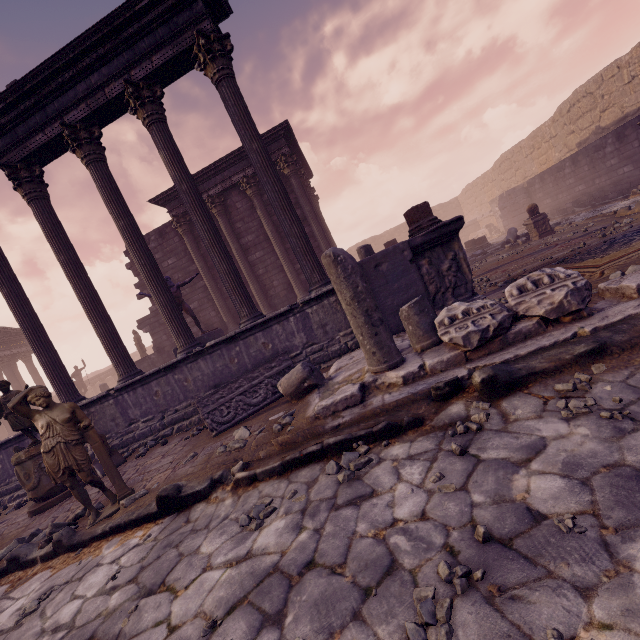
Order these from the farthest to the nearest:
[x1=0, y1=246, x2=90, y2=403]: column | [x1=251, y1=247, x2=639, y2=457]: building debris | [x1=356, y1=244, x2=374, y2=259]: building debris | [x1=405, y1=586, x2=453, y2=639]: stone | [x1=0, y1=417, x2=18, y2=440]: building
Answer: [x1=0, y1=417, x2=18, y2=440]: building, [x1=356, y1=244, x2=374, y2=259]: building debris, [x1=0, y1=246, x2=90, y2=403]: column, [x1=251, y1=247, x2=639, y2=457]: building debris, [x1=405, y1=586, x2=453, y2=639]: stone

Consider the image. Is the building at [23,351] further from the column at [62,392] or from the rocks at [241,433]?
the rocks at [241,433]

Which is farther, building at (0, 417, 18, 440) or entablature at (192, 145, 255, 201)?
building at (0, 417, 18, 440)

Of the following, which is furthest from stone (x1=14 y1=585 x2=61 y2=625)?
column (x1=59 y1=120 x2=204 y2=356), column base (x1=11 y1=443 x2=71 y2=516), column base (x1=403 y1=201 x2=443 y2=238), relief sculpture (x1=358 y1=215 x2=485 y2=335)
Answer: column base (x1=403 y1=201 x2=443 y2=238)

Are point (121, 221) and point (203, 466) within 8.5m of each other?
yes

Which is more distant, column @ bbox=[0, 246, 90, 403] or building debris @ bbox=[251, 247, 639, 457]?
column @ bbox=[0, 246, 90, 403]

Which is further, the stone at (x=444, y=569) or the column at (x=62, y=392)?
the column at (x=62, y=392)

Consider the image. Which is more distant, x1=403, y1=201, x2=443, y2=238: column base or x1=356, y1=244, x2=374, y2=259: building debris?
x1=356, y1=244, x2=374, y2=259: building debris
